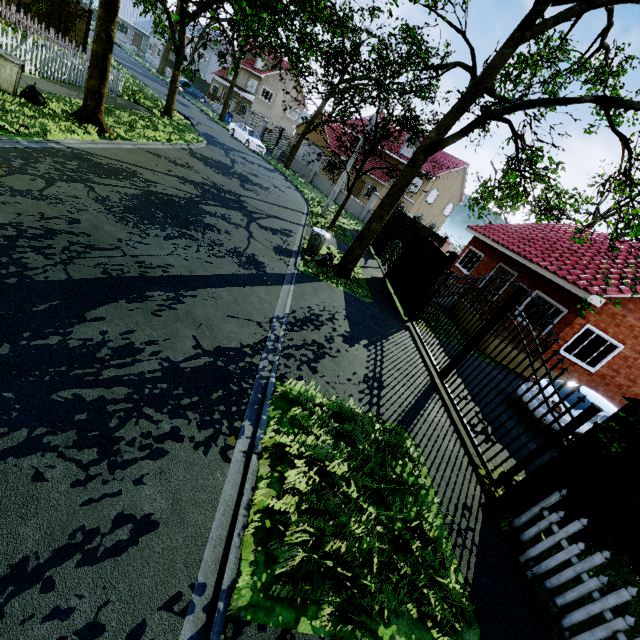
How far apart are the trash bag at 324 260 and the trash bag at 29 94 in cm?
918

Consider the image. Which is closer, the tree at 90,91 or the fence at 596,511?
the fence at 596,511

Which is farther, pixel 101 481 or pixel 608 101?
pixel 608 101

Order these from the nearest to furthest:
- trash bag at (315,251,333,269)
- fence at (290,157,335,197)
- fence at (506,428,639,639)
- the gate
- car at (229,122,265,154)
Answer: fence at (506,428,639,639), the gate, trash bag at (315,251,333,269), car at (229,122,265,154), fence at (290,157,335,197)

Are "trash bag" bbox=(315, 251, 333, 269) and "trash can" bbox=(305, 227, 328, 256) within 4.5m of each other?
yes

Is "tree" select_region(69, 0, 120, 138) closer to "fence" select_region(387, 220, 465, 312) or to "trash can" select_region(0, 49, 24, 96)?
"fence" select_region(387, 220, 465, 312)

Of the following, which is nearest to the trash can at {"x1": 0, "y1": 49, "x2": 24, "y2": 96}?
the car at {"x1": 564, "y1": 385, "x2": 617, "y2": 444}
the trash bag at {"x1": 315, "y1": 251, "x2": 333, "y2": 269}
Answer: the trash bag at {"x1": 315, "y1": 251, "x2": 333, "y2": 269}

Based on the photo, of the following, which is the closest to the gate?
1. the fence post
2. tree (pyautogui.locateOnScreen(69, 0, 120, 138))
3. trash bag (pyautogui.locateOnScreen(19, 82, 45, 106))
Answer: the fence post
